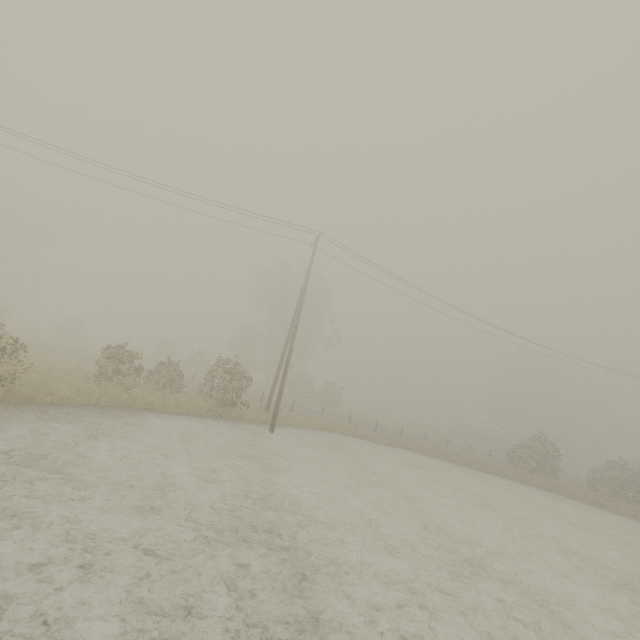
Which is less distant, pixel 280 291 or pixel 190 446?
pixel 190 446
